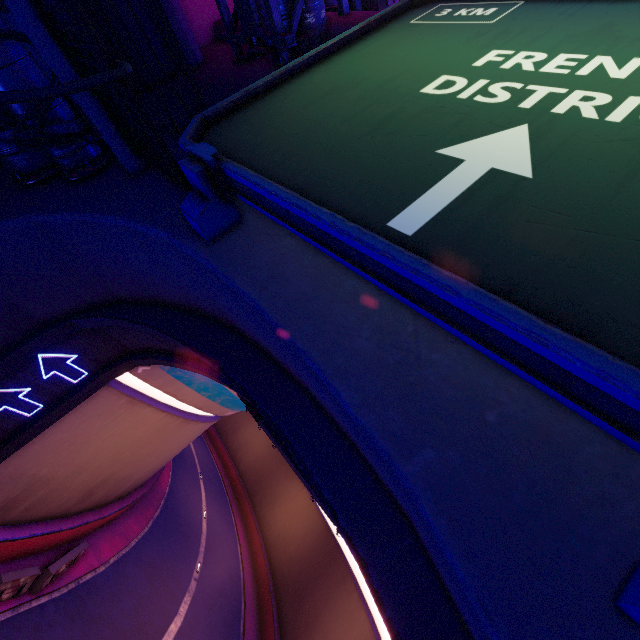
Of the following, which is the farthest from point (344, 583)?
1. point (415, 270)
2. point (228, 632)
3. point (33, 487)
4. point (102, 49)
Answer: point (102, 49)

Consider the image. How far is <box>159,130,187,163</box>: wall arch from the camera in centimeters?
594cm

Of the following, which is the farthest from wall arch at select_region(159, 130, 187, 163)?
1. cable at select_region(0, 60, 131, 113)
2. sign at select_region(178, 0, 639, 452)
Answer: cable at select_region(0, 60, 131, 113)

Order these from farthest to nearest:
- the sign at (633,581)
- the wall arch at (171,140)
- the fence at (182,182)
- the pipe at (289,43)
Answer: the pipe at (289,43)
the wall arch at (171,140)
the fence at (182,182)
the sign at (633,581)

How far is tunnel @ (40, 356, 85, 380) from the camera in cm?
863

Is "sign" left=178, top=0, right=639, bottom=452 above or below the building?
below

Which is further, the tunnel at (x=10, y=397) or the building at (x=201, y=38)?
the building at (x=201, y=38)
